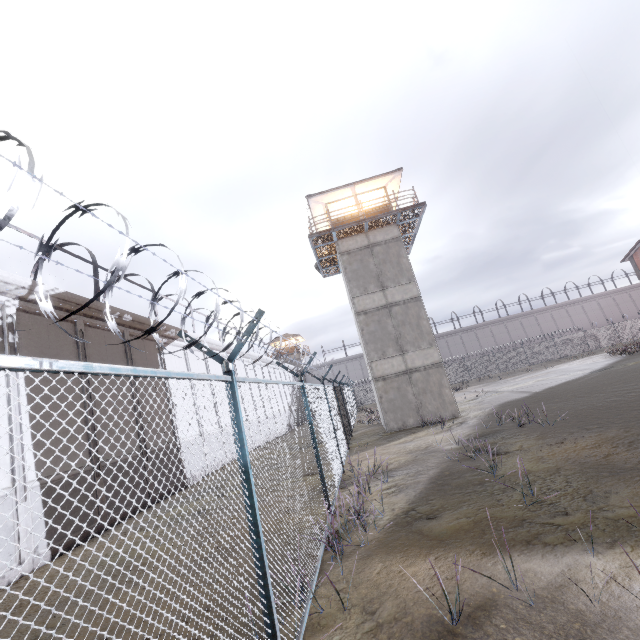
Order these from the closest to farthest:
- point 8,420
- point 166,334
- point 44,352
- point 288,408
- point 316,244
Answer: point 8,420 → point 44,352 → point 166,334 → point 316,244 → point 288,408

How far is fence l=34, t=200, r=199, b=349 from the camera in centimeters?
146cm

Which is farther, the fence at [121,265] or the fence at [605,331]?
the fence at [605,331]

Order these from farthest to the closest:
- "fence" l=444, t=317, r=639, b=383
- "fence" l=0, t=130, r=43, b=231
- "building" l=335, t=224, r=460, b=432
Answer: "fence" l=444, t=317, r=639, b=383 → "building" l=335, t=224, r=460, b=432 → "fence" l=0, t=130, r=43, b=231

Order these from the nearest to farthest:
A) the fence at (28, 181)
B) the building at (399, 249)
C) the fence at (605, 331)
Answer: the fence at (28, 181), the building at (399, 249), the fence at (605, 331)

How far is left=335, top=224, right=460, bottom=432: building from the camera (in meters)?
17.72

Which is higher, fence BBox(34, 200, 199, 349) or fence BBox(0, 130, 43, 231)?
fence BBox(0, 130, 43, 231)

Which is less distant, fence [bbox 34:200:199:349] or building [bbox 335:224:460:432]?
fence [bbox 34:200:199:349]
